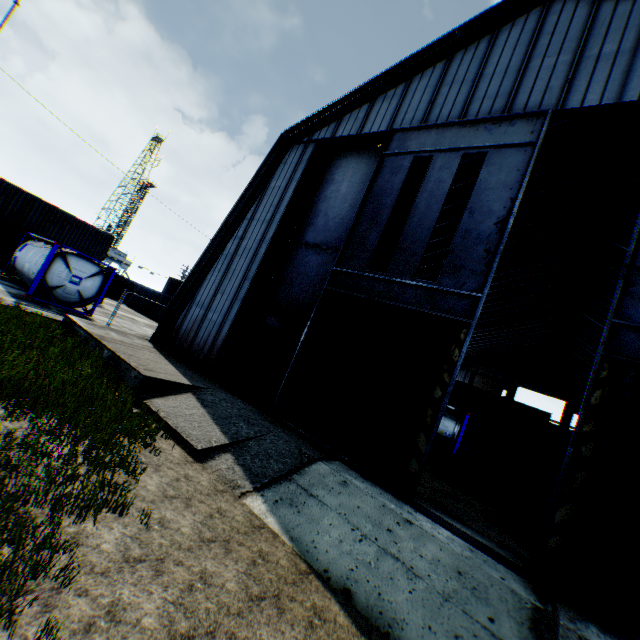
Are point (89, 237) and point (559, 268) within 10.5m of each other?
no

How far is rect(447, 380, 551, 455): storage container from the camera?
27.83m

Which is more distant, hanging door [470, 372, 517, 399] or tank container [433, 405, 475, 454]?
hanging door [470, 372, 517, 399]

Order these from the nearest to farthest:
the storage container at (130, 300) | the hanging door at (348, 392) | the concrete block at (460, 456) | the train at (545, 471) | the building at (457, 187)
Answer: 1. the hanging door at (348, 392)
2. the train at (545, 471)
3. the concrete block at (460, 456)
4. the building at (457, 187)
5. the storage container at (130, 300)

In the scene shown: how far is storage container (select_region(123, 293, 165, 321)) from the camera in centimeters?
3400cm

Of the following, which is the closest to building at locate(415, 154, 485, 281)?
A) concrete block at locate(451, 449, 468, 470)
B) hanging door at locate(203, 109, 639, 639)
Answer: hanging door at locate(203, 109, 639, 639)

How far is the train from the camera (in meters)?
12.18

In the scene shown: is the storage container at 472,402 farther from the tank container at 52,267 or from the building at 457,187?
the tank container at 52,267
